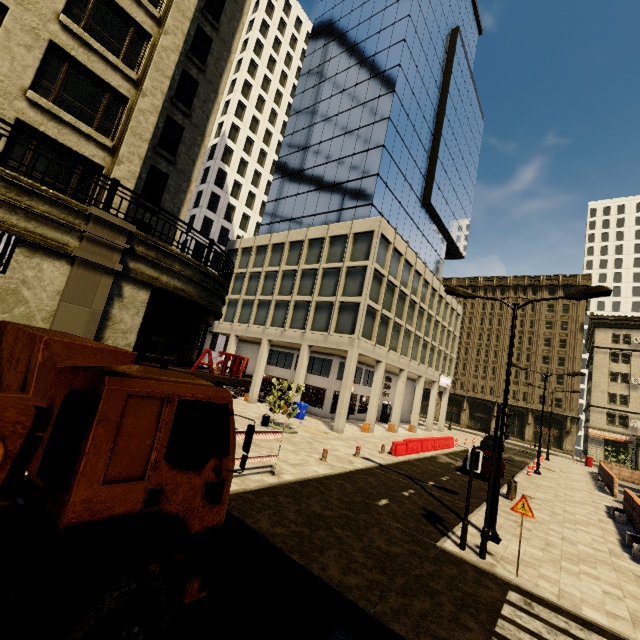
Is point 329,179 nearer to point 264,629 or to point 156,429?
point 156,429

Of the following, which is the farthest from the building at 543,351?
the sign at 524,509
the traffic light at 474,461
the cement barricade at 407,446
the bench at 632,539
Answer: the bench at 632,539

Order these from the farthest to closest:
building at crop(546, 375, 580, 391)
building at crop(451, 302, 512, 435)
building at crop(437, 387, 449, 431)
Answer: building at crop(451, 302, 512, 435) → building at crop(546, 375, 580, 391) → building at crop(437, 387, 449, 431)

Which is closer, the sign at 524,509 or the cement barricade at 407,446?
the sign at 524,509

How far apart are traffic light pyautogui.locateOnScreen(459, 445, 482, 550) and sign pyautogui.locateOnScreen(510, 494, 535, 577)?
1.0m

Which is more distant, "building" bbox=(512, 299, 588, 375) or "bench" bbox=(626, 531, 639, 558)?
"building" bbox=(512, 299, 588, 375)

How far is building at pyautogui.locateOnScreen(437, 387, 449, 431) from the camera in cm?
4172
